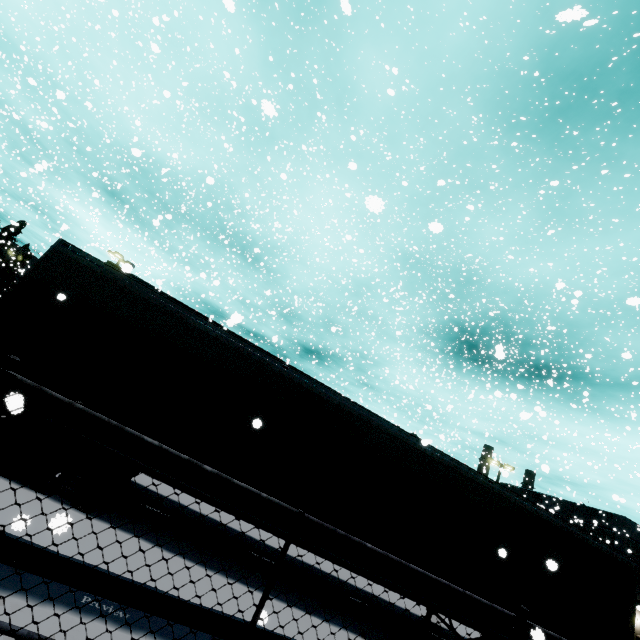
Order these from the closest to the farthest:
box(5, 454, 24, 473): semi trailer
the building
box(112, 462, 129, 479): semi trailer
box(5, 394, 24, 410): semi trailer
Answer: box(5, 394, 24, 410): semi trailer
box(5, 454, 24, 473): semi trailer
box(112, 462, 129, 479): semi trailer
the building

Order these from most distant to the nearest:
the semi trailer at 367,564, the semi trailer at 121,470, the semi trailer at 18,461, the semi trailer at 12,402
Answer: the semi trailer at 367,564 → the semi trailer at 121,470 → the semi trailer at 18,461 → the semi trailer at 12,402

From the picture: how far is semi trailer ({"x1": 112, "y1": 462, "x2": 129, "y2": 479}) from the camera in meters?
5.7

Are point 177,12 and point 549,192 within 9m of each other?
no

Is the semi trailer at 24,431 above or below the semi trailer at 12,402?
below

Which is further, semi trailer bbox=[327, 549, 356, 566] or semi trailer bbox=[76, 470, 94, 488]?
semi trailer bbox=[327, 549, 356, 566]
